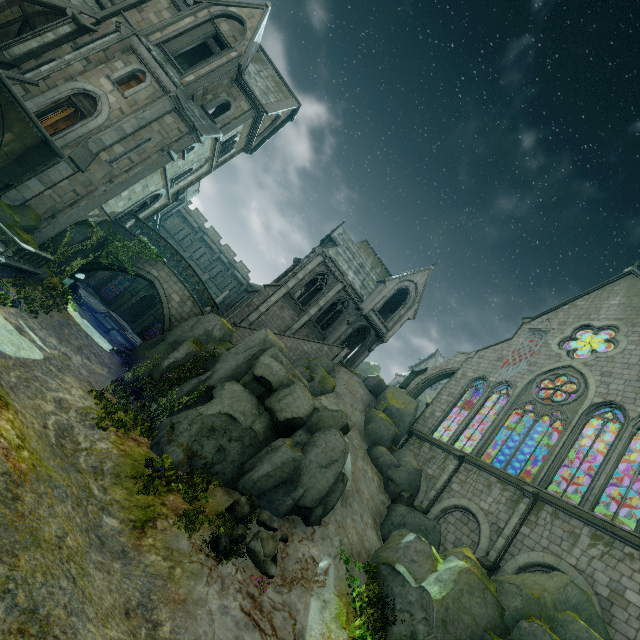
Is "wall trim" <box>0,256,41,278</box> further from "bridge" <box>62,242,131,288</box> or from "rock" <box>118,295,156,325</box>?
"rock" <box>118,295,156,325</box>

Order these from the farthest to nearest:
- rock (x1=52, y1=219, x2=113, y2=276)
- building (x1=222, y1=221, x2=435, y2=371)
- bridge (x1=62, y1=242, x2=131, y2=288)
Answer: building (x1=222, y1=221, x2=435, y2=371) < bridge (x1=62, y1=242, x2=131, y2=288) < rock (x1=52, y1=219, x2=113, y2=276)

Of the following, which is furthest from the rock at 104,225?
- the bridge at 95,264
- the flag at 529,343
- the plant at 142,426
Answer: the flag at 529,343

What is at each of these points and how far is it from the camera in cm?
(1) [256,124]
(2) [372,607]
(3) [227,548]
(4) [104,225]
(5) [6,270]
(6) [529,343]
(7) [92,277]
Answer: (1) building, 2527
(2) plant, 1195
(3) flower, 1032
(4) rock, 2102
(5) wall trim, 1470
(6) flag, 2641
(7) building, 3294

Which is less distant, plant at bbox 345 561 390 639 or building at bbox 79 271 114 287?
plant at bbox 345 561 390 639

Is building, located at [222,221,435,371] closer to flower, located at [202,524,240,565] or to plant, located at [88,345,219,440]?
plant, located at [88,345,219,440]

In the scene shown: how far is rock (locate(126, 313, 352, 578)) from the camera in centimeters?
1316cm

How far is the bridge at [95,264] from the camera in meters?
21.6 m
